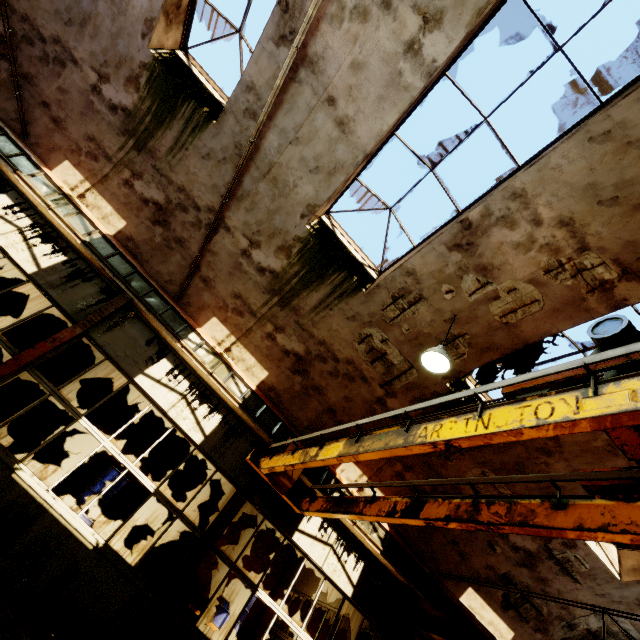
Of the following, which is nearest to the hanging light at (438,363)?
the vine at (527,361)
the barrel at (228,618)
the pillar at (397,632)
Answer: the vine at (527,361)

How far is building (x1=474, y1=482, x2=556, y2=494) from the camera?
7.87m

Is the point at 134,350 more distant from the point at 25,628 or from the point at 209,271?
the point at 25,628

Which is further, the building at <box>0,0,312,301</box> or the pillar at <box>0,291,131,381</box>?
the building at <box>0,0,312,301</box>

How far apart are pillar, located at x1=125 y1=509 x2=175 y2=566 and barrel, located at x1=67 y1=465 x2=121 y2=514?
1.6 meters

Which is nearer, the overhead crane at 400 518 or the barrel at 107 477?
the overhead crane at 400 518

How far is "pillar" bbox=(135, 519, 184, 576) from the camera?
9.3 meters
